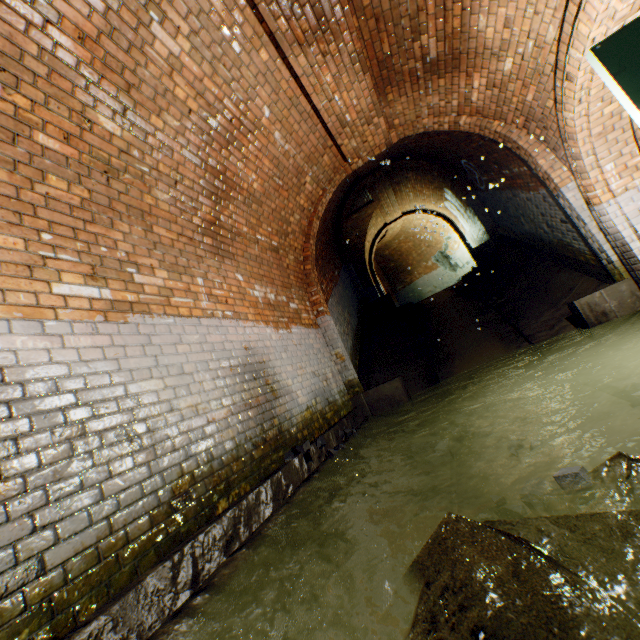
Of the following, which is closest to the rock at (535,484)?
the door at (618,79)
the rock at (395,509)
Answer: the rock at (395,509)

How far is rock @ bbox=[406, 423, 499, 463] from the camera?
3.1 meters

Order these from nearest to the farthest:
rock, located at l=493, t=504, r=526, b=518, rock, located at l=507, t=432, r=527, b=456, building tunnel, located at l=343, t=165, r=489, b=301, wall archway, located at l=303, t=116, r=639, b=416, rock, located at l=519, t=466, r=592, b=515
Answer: rock, located at l=519, t=466, r=592, b=515, rock, located at l=493, t=504, r=526, b=518, rock, located at l=507, t=432, r=527, b=456, wall archway, located at l=303, t=116, r=639, b=416, building tunnel, located at l=343, t=165, r=489, b=301

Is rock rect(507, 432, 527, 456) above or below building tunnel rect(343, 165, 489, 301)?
below

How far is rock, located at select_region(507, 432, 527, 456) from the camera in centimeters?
287cm

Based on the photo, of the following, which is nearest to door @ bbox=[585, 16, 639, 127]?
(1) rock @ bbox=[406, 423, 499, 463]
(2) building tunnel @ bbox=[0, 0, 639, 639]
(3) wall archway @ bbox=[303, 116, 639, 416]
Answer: (2) building tunnel @ bbox=[0, 0, 639, 639]

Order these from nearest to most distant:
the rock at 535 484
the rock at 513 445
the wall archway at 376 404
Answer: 1. the rock at 535 484
2. the rock at 513 445
3. the wall archway at 376 404

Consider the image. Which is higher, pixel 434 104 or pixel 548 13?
pixel 434 104
